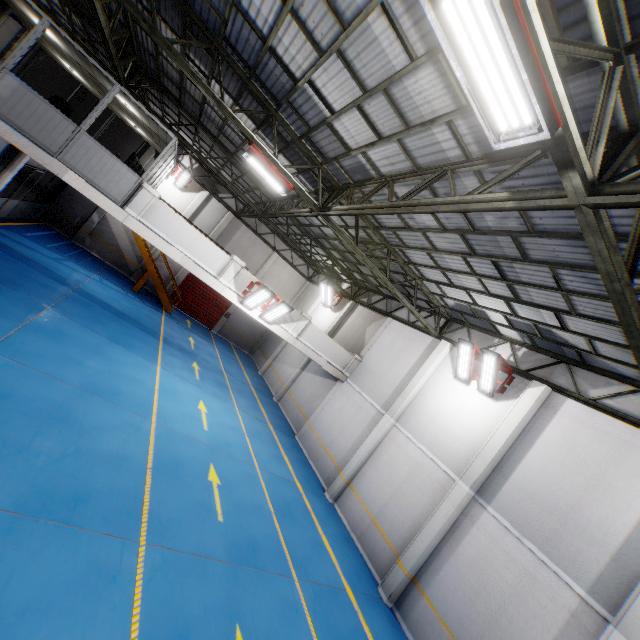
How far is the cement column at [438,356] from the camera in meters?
12.8

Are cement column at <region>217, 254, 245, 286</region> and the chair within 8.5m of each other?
yes

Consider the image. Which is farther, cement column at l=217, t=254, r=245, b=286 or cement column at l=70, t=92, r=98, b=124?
cement column at l=70, t=92, r=98, b=124

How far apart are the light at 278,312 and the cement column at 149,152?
13.7m

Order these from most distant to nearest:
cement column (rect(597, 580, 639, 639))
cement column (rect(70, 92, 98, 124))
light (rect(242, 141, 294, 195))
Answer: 1. cement column (rect(70, 92, 98, 124))
2. light (rect(242, 141, 294, 195))
3. cement column (rect(597, 580, 639, 639))

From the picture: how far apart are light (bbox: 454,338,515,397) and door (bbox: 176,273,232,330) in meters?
18.7

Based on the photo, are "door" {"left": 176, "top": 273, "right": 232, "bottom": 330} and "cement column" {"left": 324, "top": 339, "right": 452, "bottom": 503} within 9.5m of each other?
no

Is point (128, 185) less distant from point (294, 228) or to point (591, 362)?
point (294, 228)
